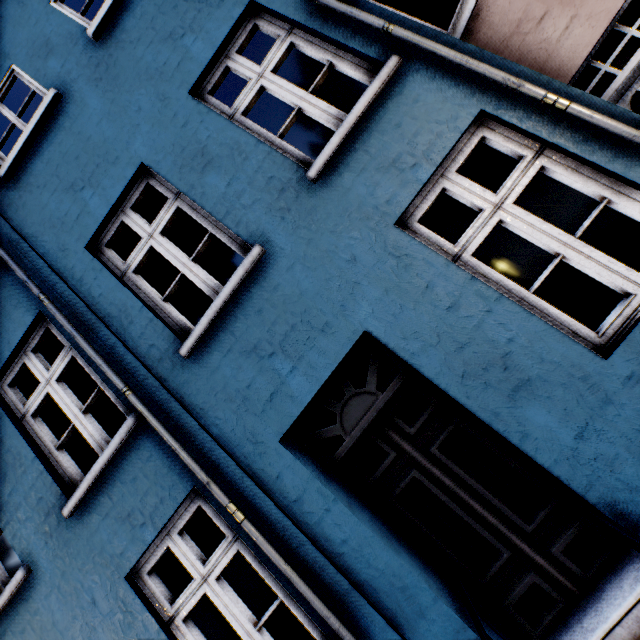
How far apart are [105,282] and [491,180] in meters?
4.5
